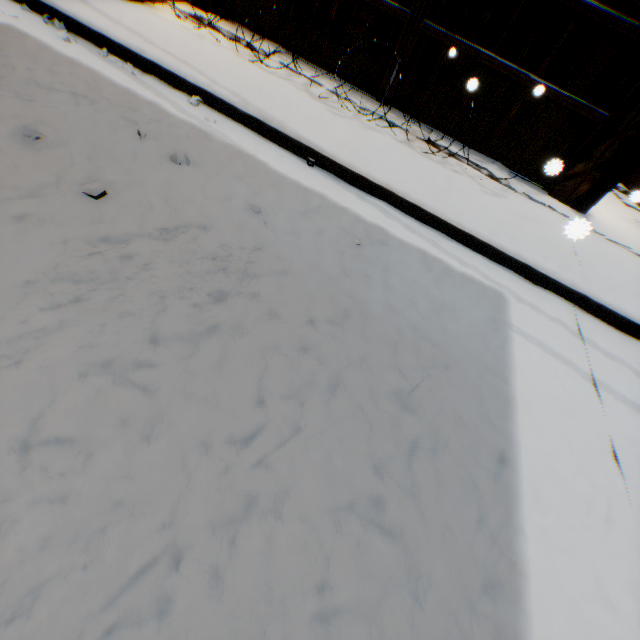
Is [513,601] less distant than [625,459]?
Yes

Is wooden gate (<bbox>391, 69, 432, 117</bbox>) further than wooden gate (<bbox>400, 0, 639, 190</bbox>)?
Yes

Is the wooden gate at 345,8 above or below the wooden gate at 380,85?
above

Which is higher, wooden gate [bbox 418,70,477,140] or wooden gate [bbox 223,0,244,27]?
wooden gate [bbox 418,70,477,140]

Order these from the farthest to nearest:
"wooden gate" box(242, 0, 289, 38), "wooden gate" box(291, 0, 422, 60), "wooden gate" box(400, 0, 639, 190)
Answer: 1. "wooden gate" box(242, 0, 289, 38)
2. "wooden gate" box(291, 0, 422, 60)
3. "wooden gate" box(400, 0, 639, 190)

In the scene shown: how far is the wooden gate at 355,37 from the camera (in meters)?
4.67

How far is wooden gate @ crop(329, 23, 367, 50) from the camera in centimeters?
467cm
